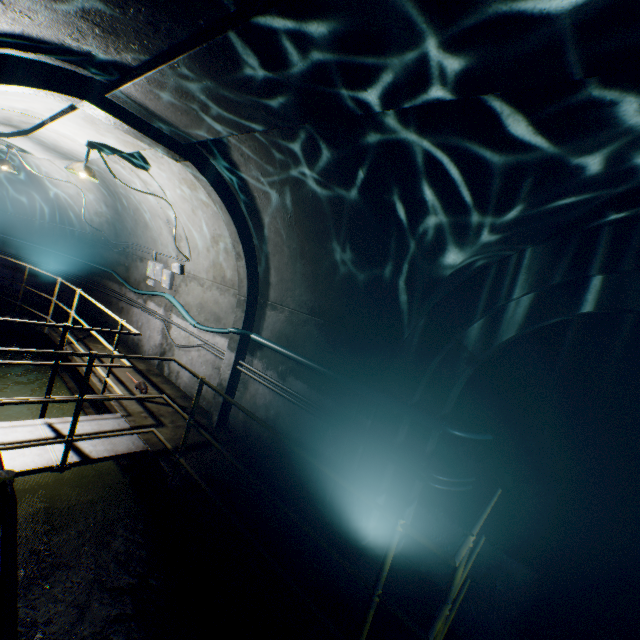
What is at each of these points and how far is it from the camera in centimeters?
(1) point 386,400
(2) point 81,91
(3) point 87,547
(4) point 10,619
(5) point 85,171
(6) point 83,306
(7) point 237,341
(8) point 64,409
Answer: (1) cable, 354cm
(2) wall archway, 299cm
(3) building tunnel, 365cm
(4) stairs, 118cm
(5) ceiling light, 478cm
(6) building tunnel, 921cm
(7) wall archway, 518cm
(8) building tunnel, 605cm

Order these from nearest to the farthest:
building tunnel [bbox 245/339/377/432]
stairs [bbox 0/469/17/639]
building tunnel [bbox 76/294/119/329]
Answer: stairs [bbox 0/469/17/639]
building tunnel [bbox 245/339/377/432]
building tunnel [bbox 76/294/119/329]

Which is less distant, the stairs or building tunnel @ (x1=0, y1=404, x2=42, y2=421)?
the stairs

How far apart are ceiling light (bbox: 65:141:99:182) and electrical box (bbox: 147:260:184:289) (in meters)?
2.17

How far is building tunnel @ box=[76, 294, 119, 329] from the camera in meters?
8.7 m

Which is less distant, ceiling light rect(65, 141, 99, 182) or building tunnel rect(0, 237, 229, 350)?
ceiling light rect(65, 141, 99, 182)

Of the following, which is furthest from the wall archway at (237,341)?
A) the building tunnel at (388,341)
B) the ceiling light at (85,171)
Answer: the ceiling light at (85,171)

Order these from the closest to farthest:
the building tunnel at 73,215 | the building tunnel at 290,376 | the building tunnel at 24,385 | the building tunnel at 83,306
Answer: the building tunnel at 290,376
the building tunnel at 73,215
the building tunnel at 24,385
the building tunnel at 83,306
